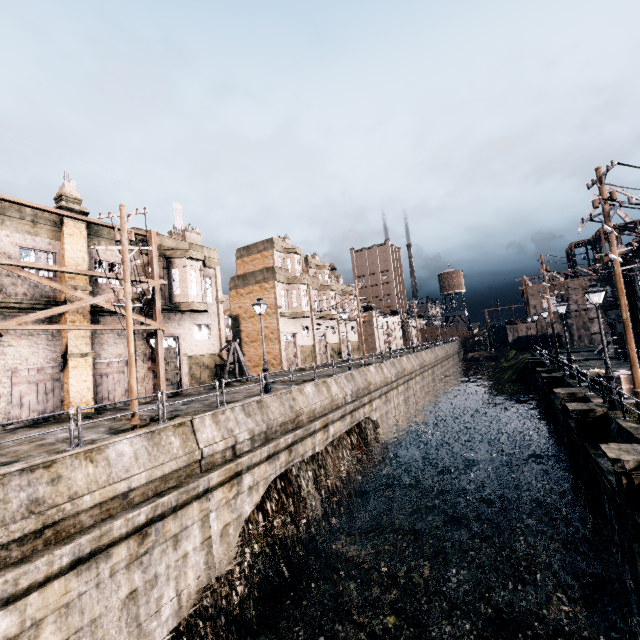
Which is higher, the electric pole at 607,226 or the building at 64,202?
the building at 64,202

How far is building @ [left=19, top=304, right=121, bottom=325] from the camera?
18.33m

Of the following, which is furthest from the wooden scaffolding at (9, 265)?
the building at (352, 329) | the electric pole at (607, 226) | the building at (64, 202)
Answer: the electric pole at (607, 226)

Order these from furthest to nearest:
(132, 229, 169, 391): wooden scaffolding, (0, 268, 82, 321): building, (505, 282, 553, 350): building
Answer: (505, 282, 553, 350): building, (132, 229, 169, 391): wooden scaffolding, (0, 268, 82, 321): building

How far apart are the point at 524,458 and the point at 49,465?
30.8m

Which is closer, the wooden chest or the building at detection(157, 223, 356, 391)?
the wooden chest

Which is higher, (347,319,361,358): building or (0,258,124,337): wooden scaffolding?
(0,258,124,337): wooden scaffolding
